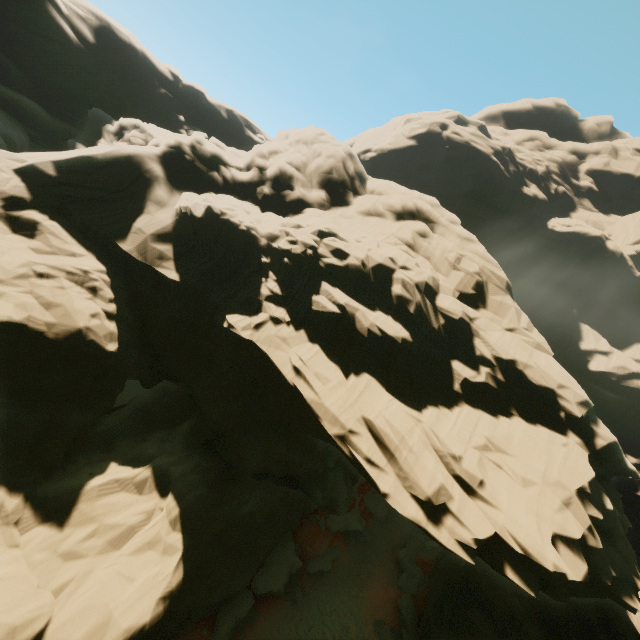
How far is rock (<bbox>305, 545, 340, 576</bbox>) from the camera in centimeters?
2269cm

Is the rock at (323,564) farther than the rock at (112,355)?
Yes

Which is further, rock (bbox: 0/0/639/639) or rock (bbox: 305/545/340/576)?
rock (bbox: 305/545/340/576)

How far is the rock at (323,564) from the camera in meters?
22.7 m

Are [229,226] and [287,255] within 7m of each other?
yes

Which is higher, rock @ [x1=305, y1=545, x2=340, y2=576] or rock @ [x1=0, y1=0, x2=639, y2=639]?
rock @ [x1=0, y1=0, x2=639, y2=639]
